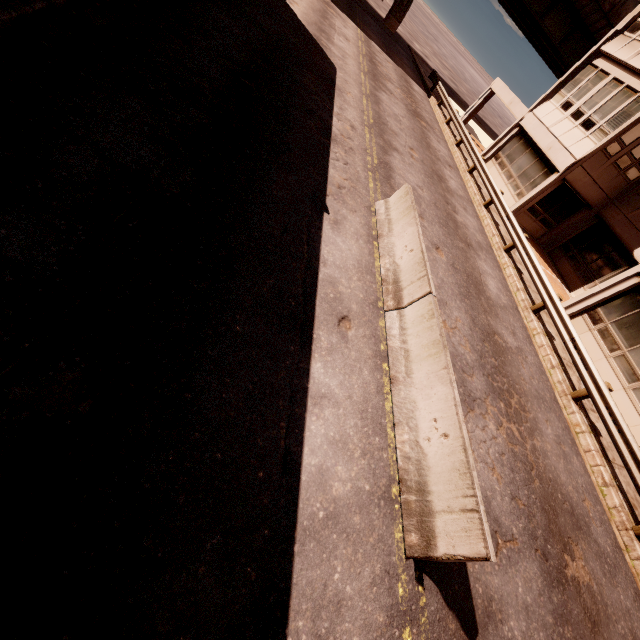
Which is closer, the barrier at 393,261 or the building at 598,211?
the barrier at 393,261

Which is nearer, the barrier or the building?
the barrier

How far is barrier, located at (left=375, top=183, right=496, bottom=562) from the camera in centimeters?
392cm

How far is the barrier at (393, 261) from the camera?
3.9 meters

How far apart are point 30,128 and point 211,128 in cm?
310
